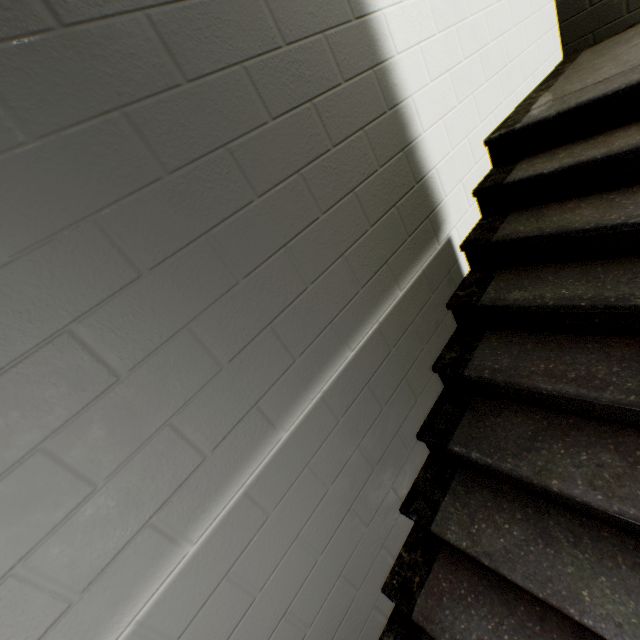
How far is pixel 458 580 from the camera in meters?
1.3 m
